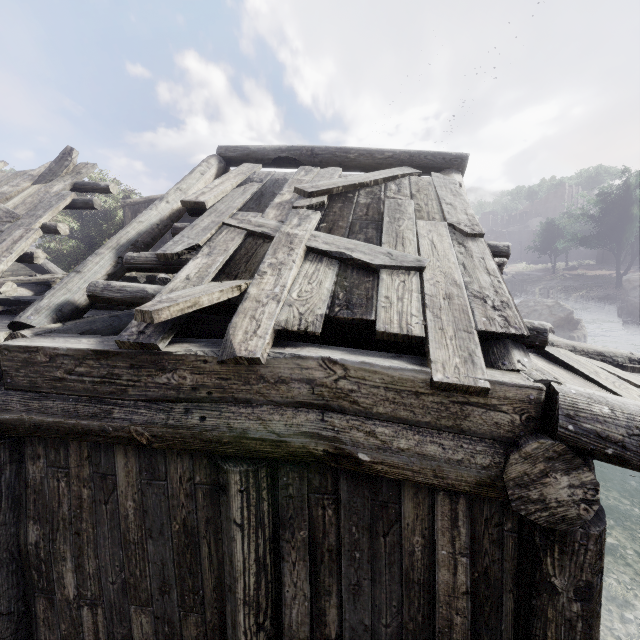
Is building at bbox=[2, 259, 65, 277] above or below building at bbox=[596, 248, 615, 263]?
above

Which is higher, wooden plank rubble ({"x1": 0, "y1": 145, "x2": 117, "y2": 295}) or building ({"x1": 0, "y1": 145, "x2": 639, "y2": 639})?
wooden plank rubble ({"x1": 0, "y1": 145, "x2": 117, "y2": 295})

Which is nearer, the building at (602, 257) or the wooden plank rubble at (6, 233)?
the wooden plank rubble at (6, 233)

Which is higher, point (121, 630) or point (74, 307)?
point (74, 307)

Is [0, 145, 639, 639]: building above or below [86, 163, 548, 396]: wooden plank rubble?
below

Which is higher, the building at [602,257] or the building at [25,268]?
the building at [25,268]

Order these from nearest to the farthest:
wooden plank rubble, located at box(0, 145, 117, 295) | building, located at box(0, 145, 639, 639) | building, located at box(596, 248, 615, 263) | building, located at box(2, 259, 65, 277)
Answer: building, located at box(0, 145, 639, 639) < wooden plank rubble, located at box(0, 145, 117, 295) < building, located at box(2, 259, 65, 277) < building, located at box(596, 248, 615, 263)

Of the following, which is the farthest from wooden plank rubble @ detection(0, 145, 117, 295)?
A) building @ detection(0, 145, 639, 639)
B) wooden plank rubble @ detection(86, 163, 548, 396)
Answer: wooden plank rubble @ detection(86, 163, 548, 396)
